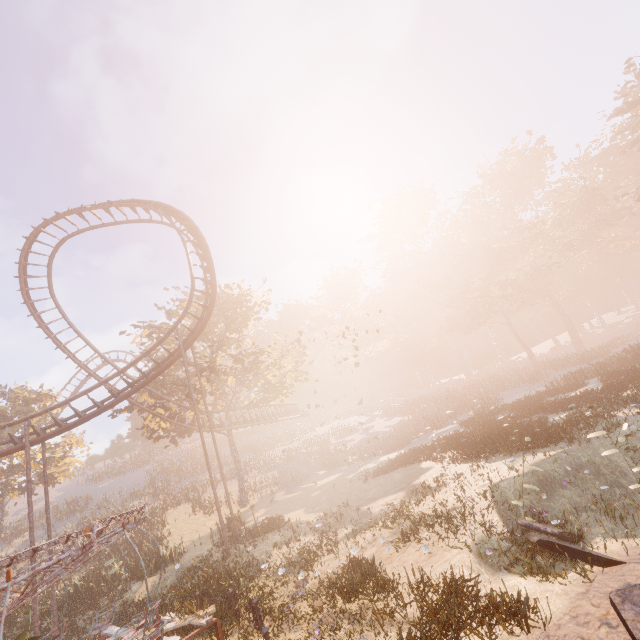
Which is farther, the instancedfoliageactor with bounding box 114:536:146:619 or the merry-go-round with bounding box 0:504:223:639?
the instancedfoliageactor with bounding box 114:536:146:619

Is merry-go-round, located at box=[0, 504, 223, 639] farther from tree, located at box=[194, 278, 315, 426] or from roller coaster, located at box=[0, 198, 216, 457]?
tree, located at box=[194, 278, 315, 426]

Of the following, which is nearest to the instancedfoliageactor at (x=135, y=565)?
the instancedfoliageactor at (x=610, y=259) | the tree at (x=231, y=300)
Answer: the tree at (x=231, y=300)

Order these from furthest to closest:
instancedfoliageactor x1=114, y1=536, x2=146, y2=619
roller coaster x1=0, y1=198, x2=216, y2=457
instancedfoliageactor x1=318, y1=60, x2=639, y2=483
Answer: roller coaster x1=0, y1=198, x2=216, y2=457 < instancedfoliageactor x1=318, y1=60, x2=639, y2=483 < instancedfoliageactor x1=114, y1=536, x2=146, y2=619

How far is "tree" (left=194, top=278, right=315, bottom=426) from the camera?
26.39m

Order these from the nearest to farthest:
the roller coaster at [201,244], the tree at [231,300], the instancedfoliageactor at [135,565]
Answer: the instancedfoliageactor at [135,565], the roller coaster at [201,244], the tree at [231,300]

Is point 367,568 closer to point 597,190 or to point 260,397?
point 260,397

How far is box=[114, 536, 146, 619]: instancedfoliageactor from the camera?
14.6 meters
